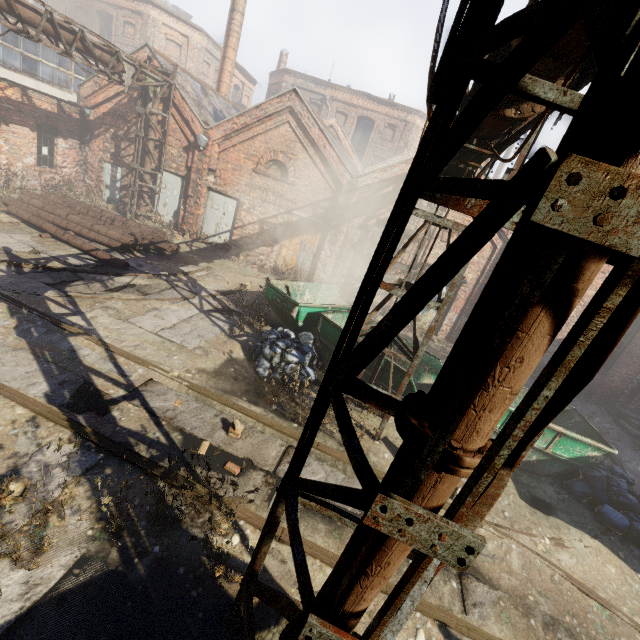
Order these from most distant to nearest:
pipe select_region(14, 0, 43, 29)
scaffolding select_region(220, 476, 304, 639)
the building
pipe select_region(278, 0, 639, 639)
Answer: the building
pipe select_region(14, 0, 43, 29)
scaffolding select_region(220, 476, 304, 639)
pipe select_region(278, 0, 639, 639)

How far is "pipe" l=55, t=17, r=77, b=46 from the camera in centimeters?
962cm

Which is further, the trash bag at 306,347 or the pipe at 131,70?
the pipe at 131,70

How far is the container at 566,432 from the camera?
7.2m

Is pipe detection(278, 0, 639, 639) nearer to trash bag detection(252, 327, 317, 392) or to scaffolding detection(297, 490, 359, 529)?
scaffolding detection(297, 490, 359, 529)

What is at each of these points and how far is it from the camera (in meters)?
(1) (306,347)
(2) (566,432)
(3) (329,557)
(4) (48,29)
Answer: (1) trash bag, 8.29
(2) container, 7.14
(3) track, 4.24
(4) pipe, 9.41

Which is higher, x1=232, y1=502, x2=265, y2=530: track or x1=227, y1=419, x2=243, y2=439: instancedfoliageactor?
x1=227, y1=419, x2=243, y2=439: instancedfoliageactor

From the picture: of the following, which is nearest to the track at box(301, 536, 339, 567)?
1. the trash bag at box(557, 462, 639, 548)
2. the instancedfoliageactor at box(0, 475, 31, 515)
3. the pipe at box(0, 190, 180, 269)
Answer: the trash bag at box(557, 462, 639, 548)
